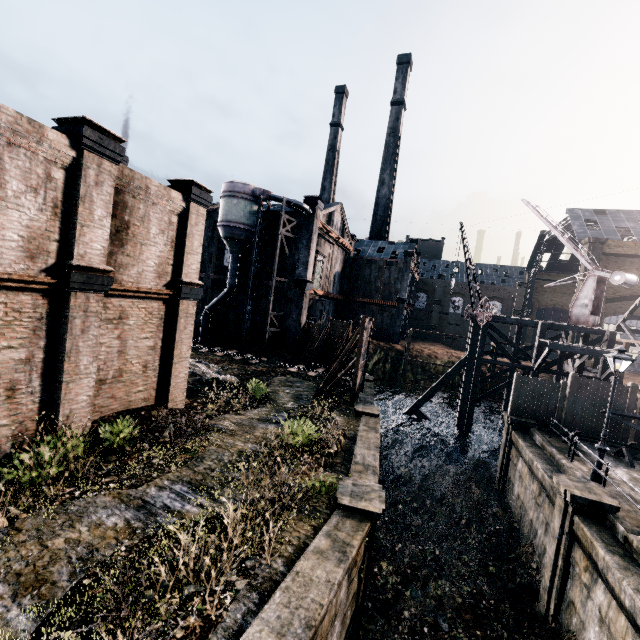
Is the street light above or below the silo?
below

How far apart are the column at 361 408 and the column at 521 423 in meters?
8.2

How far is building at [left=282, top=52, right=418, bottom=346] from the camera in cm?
3425

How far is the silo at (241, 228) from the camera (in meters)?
31.80

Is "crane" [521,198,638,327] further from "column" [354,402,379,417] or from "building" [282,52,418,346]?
"building" [282,52,418,346]

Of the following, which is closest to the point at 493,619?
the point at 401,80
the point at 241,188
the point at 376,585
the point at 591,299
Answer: the point at 376,585

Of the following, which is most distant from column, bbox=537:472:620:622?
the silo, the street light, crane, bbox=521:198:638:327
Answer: the silo
